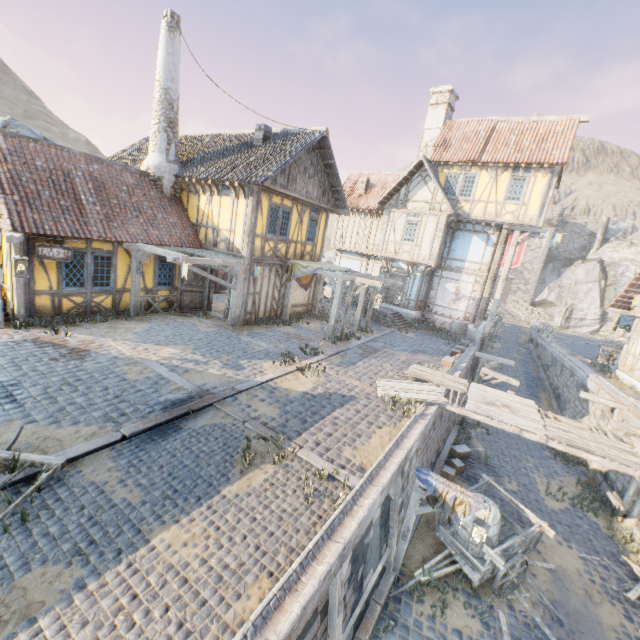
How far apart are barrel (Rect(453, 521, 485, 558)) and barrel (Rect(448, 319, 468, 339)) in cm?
1171

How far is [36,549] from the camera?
3.89m

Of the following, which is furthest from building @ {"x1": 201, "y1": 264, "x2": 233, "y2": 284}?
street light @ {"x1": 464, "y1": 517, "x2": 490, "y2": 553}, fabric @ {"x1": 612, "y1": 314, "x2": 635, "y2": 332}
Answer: fabric @ {"x1": 612, "y1": 314, "x2": 635, "y2": 332}

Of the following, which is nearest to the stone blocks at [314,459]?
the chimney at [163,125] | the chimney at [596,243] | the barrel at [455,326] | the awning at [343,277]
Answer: the awning at [343,277]

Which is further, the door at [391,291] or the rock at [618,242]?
the rock at [618,242]

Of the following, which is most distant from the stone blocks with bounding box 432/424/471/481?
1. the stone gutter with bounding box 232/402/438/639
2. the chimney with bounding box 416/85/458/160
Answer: the chimney with bounding box 416/85/458/160

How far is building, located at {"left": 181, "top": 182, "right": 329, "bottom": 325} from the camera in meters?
13.3

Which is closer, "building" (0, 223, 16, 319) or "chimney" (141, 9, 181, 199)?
"building" (0, 223, 16, 319)
